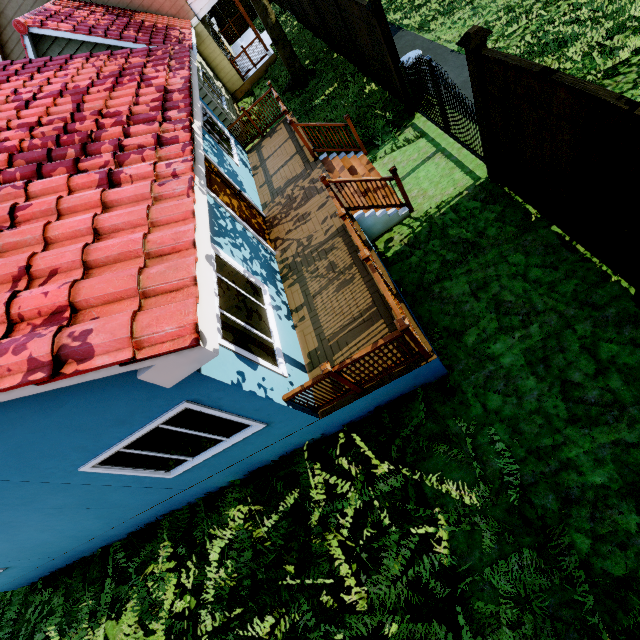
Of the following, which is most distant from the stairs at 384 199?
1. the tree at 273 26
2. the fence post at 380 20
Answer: the tree at 273 26

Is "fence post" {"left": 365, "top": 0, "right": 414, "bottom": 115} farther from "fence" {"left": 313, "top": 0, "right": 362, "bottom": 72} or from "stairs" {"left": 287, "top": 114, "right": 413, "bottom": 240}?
"stairs" {"left": 287, "top": 114, "right": 413, "bottom": 240}

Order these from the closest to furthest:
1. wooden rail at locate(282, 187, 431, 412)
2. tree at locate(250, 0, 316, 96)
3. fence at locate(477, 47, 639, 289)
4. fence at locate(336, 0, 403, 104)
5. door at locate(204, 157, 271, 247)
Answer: fence at locate(477, 47, 639, 289), wooden rail at locate(282, 187, 431, 412), door at locate(204, 157, 271, 247), fence at locate(336, 0, 403, 104), tree at locate(250, 0, 316, 96)

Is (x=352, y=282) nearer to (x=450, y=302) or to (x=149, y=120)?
(x=450, y=302)

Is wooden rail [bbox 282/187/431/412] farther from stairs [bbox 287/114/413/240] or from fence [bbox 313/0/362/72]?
fence [bbox 313/0/362/72]

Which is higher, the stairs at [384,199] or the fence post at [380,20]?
the fence post at [380,20]

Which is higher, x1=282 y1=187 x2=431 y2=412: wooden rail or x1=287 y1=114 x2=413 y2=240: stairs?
x1=282 y1=187 x2=431 y2=412: wooden rail

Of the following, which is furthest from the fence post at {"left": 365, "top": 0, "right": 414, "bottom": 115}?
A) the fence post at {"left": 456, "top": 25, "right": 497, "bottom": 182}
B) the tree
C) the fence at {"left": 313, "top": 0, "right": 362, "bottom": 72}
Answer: the tree
